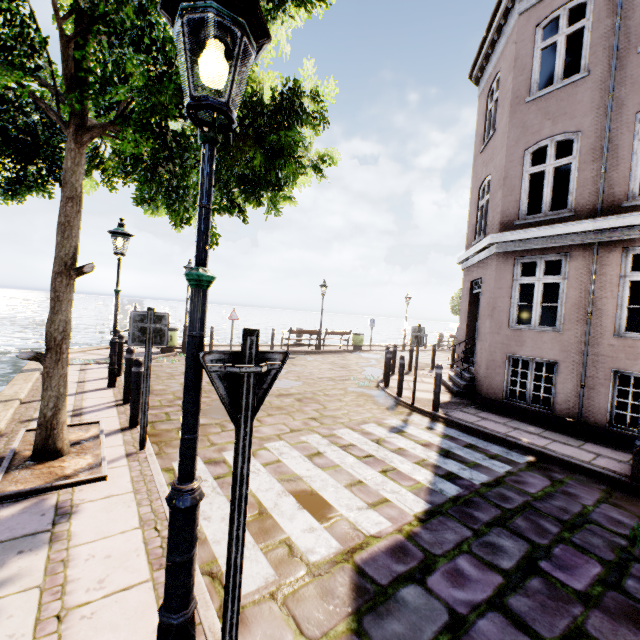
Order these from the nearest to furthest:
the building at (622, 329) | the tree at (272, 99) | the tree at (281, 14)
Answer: the tree at (281, 14) < the tree at (272, 99) < the building at (622, 329)

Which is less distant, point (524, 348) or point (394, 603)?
point (394, 603)

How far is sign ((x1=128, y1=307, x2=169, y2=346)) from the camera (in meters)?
4.36

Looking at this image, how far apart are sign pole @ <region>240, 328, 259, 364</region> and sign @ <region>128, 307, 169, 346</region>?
3.3 meters

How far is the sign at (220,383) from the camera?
1.68m

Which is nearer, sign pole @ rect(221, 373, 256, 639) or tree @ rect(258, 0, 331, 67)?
sign pole @ rect(221, 373, 256, 639)

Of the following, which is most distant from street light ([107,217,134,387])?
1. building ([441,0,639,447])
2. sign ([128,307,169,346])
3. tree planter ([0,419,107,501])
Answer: building ([441,0,639,447])
